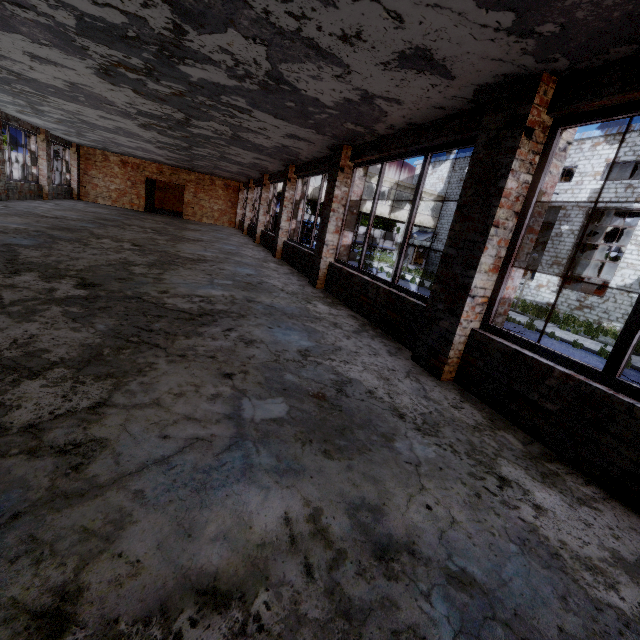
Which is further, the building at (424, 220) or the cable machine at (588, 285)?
the building at (424, 220)

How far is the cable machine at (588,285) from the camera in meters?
21.5

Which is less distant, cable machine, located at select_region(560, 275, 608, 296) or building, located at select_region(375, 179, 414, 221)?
cable machine, located at select_region(560, 275, 608, 296)

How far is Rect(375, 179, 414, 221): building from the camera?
29.2m

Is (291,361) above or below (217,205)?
below

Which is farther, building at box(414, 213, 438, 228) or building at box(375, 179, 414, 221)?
building at box(414, 213, 438, 228)

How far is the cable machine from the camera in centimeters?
2153cm
